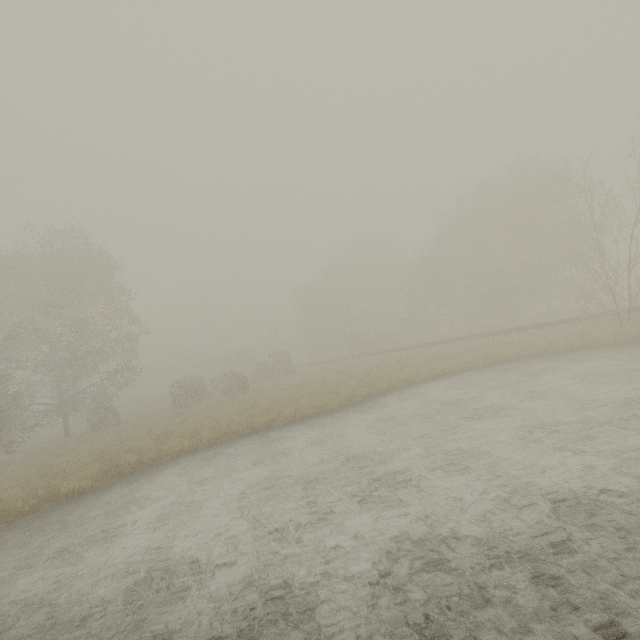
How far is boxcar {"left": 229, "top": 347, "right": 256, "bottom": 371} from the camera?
57.5m

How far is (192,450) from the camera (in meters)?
14.37

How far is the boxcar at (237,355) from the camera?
57.5m
